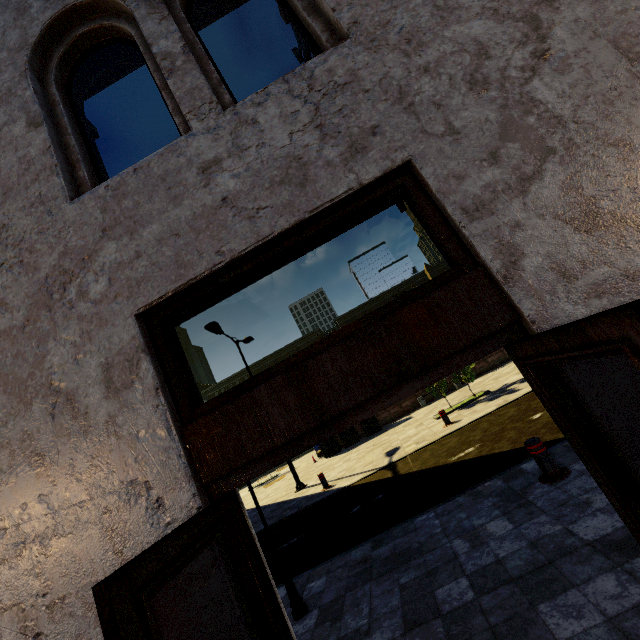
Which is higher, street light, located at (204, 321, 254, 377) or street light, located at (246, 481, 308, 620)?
street light, located at (204, 321, 254, 377)

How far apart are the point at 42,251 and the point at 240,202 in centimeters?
129cm

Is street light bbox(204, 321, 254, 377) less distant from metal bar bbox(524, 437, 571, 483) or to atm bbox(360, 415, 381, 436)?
atm bbox(360, 415, 381, 436)

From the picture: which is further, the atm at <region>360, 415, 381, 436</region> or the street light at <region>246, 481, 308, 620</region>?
the atm at <region>360, 415, 381, 436</region>

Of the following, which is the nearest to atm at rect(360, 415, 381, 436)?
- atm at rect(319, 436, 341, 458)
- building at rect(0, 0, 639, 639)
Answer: atm at rect(319, 436, 341, 458)

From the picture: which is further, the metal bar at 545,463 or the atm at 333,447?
the atm at 333,447

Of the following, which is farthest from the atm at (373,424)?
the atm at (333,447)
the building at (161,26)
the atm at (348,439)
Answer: the building at (161,26)

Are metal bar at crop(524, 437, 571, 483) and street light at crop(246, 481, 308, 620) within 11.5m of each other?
yes
